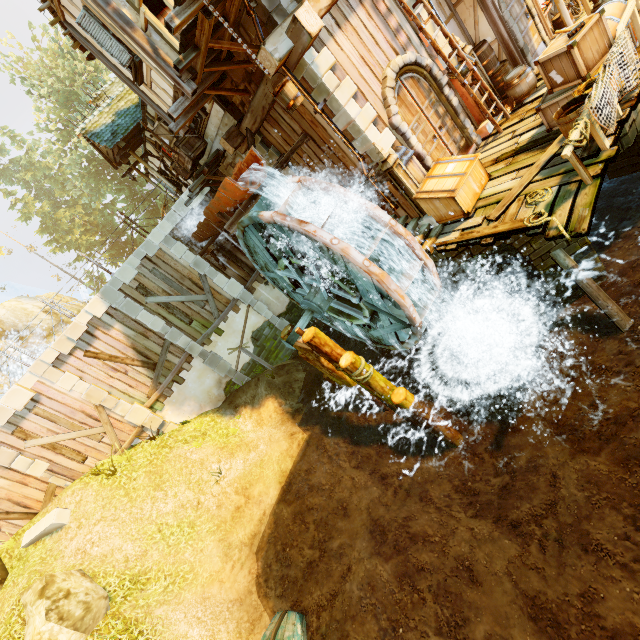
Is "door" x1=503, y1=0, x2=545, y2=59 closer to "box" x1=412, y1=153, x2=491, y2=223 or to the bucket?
"box" x1=412, y1=153, x2=491, y2=223

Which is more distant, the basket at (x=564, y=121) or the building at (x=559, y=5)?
the building at (x=559, y=5)

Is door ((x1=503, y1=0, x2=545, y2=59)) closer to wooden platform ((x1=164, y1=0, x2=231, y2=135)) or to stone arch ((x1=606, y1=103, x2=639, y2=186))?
stone arch ((x1=606, y1=103, x2=639, y2=186))

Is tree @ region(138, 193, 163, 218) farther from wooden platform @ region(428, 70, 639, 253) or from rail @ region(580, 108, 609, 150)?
rail @ region(580, 108, 609, 150)

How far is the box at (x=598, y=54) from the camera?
6.1m

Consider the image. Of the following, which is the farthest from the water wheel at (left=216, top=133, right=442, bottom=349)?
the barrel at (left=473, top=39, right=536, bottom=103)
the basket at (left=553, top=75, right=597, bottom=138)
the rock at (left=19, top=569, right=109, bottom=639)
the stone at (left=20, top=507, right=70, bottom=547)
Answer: the stone at (left=20, top=507, right=70, bottom=547)

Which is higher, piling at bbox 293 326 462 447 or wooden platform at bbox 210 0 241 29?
wooden platform at bbox 210 0 241 29

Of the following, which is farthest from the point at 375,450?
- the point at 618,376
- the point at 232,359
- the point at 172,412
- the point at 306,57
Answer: the point at 306,57
